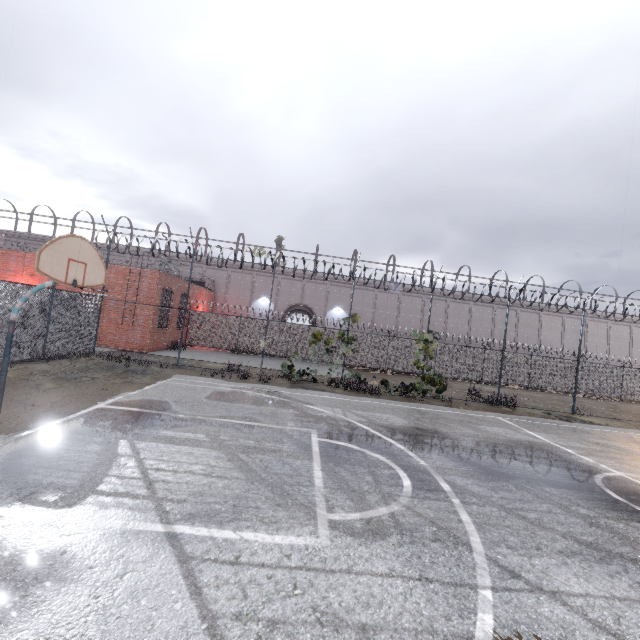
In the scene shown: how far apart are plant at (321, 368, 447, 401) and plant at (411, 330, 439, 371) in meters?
1.5

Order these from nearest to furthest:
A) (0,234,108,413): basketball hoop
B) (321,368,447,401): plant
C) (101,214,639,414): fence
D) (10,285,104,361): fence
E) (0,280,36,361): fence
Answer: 1. (0,234,108,413): basketball hoop
2. (0,280,36,361): fence
3. (10,285,104,361): fence
4. (321,368,447,401): plant
5. (101,214,639,414): fence

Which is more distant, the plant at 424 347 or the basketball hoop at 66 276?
the plant at 424 347

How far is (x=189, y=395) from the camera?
10.13m

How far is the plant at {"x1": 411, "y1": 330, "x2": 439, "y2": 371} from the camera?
15.8m

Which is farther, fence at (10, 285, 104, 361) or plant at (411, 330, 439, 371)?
plant at (411, 330, 439, 371)

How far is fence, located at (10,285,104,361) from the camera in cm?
1135

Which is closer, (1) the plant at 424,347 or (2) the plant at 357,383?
(2) the plant at 357,383
